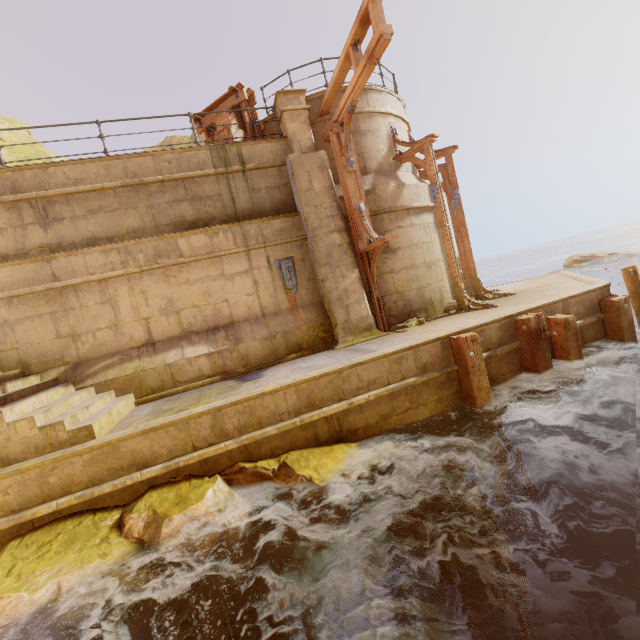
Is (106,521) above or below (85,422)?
below

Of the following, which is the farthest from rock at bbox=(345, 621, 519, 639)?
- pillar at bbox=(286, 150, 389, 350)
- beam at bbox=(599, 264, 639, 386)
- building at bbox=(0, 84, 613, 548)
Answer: beam at bbox=(599, 264, 639, 386)

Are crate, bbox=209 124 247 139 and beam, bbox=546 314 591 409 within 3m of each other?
no

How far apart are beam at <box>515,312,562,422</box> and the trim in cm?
383

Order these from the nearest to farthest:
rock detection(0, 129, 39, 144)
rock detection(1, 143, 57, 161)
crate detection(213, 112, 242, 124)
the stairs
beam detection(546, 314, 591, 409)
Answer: the stairs → beam detection(546, 314, 591, 409) → crate detection(213, 112, 242, 124) → rock detection(1, 143, 57, 161) → rock detection(0, 129, 39, 144)

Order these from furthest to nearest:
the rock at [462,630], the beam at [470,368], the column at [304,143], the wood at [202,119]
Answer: the wood at [202,119] → the column at [304,143] → the beam at [470,368] → the rock at [462,630]

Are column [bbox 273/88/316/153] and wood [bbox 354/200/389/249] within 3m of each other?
yes

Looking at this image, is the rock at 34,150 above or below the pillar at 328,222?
above
